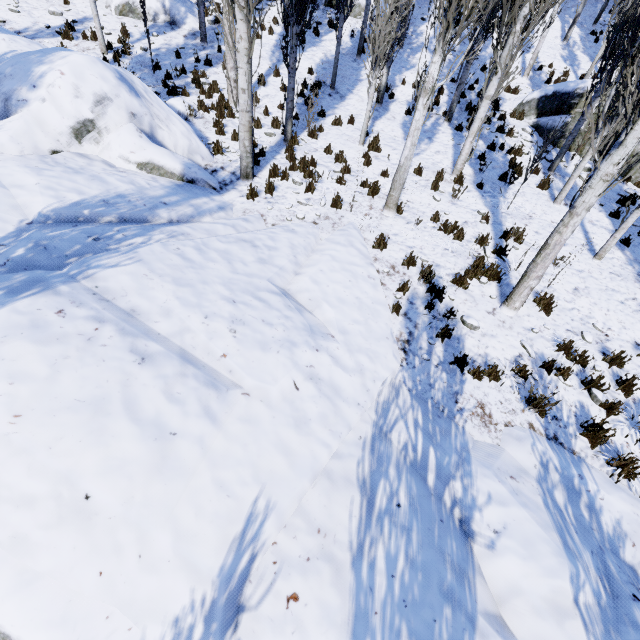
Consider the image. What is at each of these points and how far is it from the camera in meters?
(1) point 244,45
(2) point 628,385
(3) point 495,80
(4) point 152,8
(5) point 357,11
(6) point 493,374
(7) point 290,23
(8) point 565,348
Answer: (1) instancedfoliageactor, 6.5
(2) instancedfoliageactor, 5.5
(3) instancedfoliageactor, 8.4
(4) rock, 13.4
(5) rock, 17.2
(6) instancedfoliageactor, 5.3
(7) instancedfoliageactor, 8.2
(8) instancedfoliageactor, 6.0

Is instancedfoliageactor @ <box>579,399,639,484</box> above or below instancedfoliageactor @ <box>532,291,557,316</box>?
below

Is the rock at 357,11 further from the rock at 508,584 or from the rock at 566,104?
the rock at 508,584

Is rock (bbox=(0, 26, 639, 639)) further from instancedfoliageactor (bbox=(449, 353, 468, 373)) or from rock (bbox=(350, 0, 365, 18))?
rock (bbox=(350, 0, 365, 18))

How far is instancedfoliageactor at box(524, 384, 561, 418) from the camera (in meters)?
4.80

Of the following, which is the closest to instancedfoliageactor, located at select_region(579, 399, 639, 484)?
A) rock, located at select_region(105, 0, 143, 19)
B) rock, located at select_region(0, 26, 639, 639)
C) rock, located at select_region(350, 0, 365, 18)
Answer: rock, located at select_region(0, 26, 639, 639)

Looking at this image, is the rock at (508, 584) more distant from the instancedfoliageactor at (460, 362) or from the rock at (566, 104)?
the rock at (566, 104)
